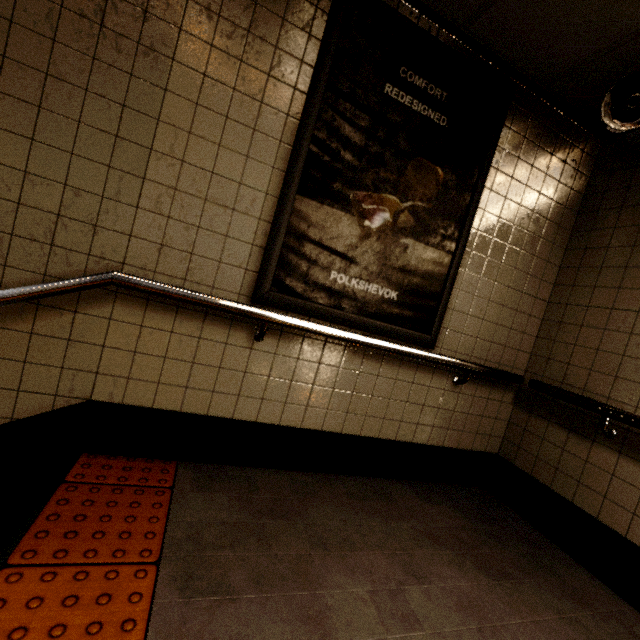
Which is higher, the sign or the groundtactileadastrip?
the sign

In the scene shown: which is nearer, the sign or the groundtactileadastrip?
the groundtactileadastrip

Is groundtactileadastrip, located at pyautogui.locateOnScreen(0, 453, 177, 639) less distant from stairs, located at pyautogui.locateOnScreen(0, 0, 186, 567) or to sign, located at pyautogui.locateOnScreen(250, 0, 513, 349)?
stairs, located at pyautogui.locateOnScreen(0, 0, 186, 567)

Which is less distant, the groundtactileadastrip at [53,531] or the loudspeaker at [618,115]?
the groundtactileadastrip at [53,531]

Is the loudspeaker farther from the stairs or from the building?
the stairs

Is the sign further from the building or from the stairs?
→ the stairs

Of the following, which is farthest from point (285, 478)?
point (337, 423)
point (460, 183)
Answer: point (460, 183)

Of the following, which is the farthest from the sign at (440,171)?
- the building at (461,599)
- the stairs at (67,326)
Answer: the stairs at (67,326)
